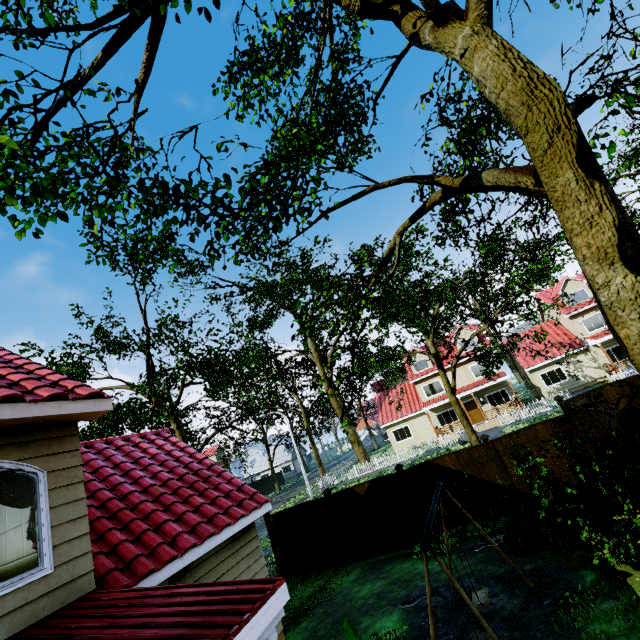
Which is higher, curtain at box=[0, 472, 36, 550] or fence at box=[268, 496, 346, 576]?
curtain at box=[0, 472, 36, 550]

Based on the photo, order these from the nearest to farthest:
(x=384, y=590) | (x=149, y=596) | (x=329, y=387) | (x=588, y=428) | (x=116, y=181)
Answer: (x=116, y=181)
(x=149, y=596)
(x=329, y=387)
(x=384, y=590)
(x=588, y=428)

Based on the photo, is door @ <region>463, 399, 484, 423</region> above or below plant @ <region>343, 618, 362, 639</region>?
below

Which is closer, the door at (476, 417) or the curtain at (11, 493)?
the curtain at (11, 493)

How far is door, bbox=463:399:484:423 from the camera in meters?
30.4

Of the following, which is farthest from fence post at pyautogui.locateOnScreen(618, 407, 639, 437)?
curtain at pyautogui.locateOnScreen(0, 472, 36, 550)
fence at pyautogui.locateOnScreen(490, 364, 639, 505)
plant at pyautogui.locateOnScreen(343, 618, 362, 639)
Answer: curtain at pyautogui.locateOnScreen(0, 472, 36, 550)

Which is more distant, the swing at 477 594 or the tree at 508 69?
the swing at 477 594

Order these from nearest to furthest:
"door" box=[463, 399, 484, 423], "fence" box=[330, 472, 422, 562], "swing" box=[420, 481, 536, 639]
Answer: "swing" box=[420, 481, 536, 639], "fence" box=[330, 472, 422, 562], "door" box=[463, 399, 484, 423]
